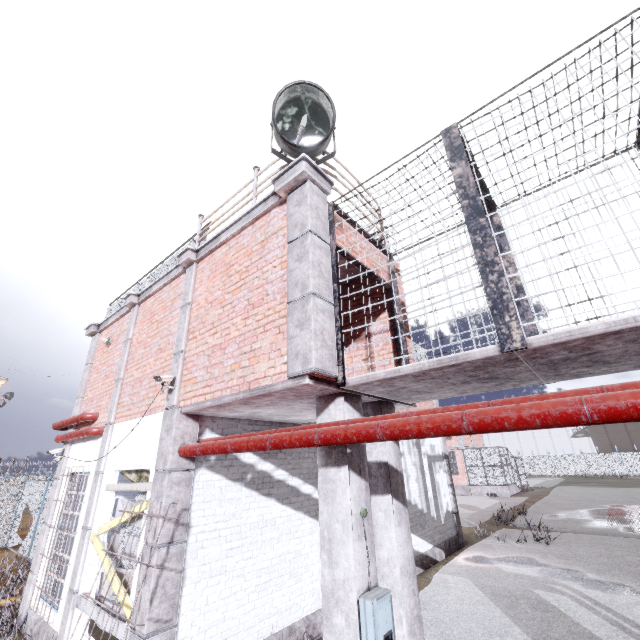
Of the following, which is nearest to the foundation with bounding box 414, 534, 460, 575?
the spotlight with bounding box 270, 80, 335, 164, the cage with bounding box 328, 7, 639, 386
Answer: the cage with bounding box 328, 7, 639, 386

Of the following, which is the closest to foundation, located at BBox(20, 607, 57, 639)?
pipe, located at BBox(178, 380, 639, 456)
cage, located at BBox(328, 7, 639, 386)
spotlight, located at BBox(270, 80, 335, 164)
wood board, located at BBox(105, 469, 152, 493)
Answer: wood board, located at BBox(105, 469, 152, 493)

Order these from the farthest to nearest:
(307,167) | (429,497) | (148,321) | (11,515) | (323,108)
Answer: (11,515) < (429,497) < (148,321) < (323,108) < (307,167)

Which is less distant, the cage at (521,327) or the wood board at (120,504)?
the cage at (521,327)

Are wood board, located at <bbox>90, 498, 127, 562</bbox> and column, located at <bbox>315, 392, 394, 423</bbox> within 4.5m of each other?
yes

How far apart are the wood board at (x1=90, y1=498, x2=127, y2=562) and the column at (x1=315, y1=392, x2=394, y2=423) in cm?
298

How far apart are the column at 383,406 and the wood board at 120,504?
3.0m

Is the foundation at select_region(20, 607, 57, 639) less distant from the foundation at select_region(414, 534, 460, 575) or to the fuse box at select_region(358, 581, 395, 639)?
the foundation at select_region(414, 534, 460, 575)
